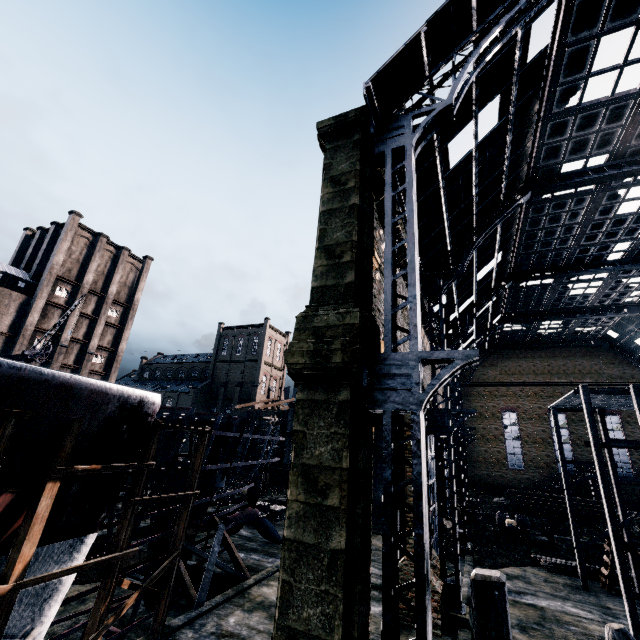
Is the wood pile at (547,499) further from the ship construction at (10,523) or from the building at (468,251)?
the building at (468,251)

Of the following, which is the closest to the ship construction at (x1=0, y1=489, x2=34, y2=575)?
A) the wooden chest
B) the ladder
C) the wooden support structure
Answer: the wooden support structure

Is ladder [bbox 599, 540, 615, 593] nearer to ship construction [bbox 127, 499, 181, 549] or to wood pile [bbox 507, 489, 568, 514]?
wood pile [bbox 507, 489, 568, 514]

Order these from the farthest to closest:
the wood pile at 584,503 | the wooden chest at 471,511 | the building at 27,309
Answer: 1. the building at 27,309
2. the wood pile at 584,503
3. the wooden chest at 471,511

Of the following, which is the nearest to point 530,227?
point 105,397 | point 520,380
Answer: point 105,397

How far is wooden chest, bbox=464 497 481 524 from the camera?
32.85m

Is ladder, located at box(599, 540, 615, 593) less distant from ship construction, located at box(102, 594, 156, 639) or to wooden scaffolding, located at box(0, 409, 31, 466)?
ship construction, located at box(102, 594, 156, 639)

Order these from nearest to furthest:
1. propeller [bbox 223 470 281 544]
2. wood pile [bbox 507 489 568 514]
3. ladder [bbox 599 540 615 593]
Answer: ladder [bbox 599 540 615 593], propeller [bbox 223 470 281 544], wood pile [bbox 507 489 568 514]
